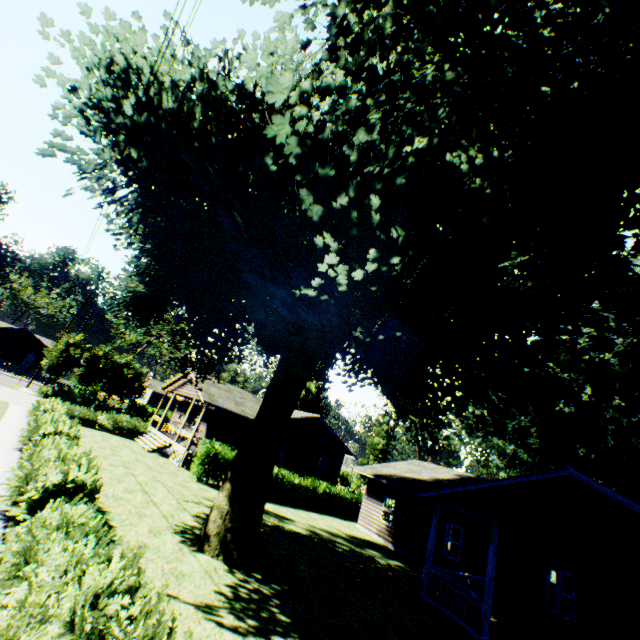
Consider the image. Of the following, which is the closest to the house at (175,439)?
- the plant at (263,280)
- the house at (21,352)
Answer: the plant at (263,280)

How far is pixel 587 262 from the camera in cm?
559

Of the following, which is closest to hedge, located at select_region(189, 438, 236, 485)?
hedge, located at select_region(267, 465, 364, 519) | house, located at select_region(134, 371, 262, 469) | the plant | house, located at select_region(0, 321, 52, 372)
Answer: hedge, located at select_region(267, 465, 364, 519)

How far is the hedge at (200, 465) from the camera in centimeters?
1934cm

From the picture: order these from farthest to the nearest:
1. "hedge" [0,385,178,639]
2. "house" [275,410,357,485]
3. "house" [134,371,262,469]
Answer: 1. "house" [275,410,357,485]
2. "house" [134,371,262,469]
3. "hedge" [0,385,178,639]

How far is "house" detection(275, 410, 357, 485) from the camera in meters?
27.2 m

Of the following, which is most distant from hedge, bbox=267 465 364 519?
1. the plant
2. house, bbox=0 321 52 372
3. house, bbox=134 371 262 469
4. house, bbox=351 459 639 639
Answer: house, bbox=0 321 52 372

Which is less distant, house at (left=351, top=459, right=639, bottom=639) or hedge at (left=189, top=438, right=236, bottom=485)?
house at (left=351, top=459, right=639, bottom=639)
